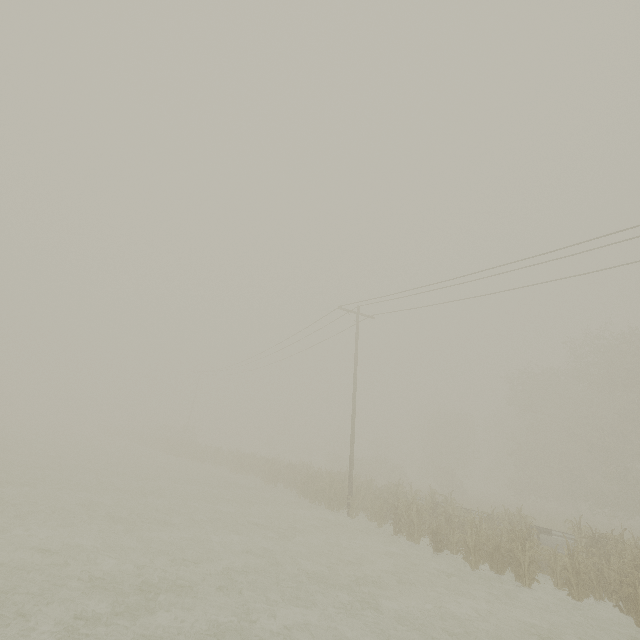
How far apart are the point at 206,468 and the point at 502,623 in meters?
28.7
